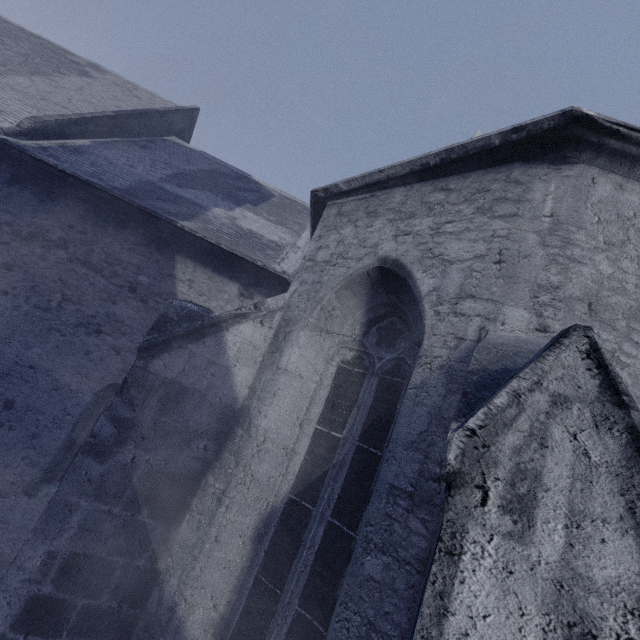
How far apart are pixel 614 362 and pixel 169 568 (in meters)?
3.90
